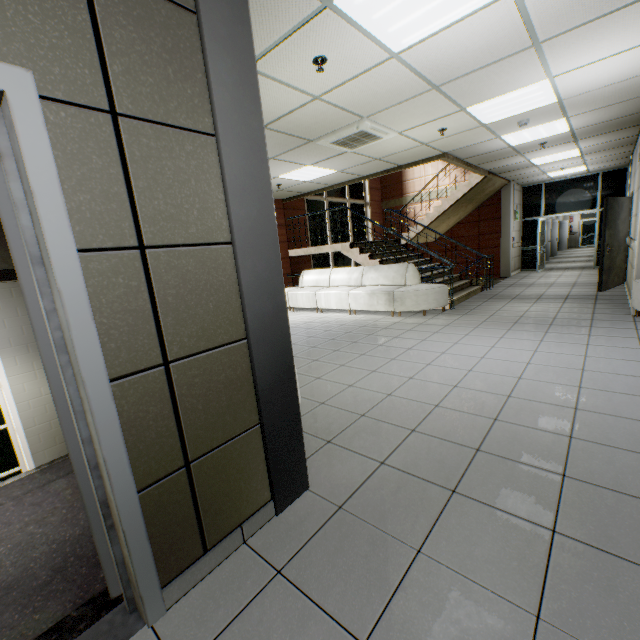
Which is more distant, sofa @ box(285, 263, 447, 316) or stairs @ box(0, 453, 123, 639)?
sofa @ box(285, 263, 447, 316)

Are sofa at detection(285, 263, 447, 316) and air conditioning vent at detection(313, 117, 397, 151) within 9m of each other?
yes

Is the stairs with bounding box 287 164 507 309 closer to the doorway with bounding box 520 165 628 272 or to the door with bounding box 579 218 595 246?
the doorway with bounding box 520 165 628 272

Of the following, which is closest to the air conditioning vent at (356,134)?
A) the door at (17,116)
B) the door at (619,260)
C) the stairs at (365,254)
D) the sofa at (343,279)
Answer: the stairs at (365,254)

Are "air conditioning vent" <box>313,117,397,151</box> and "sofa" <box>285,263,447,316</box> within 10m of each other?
yes

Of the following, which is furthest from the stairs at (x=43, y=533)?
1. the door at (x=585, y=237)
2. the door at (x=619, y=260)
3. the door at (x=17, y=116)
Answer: the door at (x=585, y=237)

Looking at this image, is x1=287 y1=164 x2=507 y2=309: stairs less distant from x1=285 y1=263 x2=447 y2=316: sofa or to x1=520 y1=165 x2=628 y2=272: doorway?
x1=285 y1=263 x2=447 y2=316: sofa

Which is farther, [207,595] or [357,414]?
[357,414]
